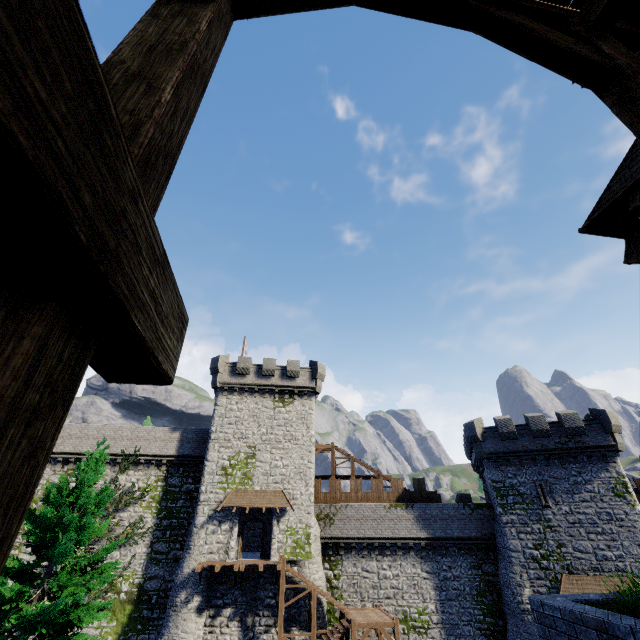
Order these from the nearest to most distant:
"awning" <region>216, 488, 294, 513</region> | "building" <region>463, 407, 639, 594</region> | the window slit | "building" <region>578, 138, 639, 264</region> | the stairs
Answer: "building" <region>578, 138, 639, 264</region>, the stairs, "building" <region>463, 407, 639, 594</region>, the window slit, "awning" <region>216, 488, 294, 513</region>

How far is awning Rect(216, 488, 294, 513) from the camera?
26.4m

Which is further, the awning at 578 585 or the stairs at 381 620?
the awning at 578 585

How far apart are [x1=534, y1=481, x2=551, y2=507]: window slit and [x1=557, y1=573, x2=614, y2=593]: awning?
3.99m

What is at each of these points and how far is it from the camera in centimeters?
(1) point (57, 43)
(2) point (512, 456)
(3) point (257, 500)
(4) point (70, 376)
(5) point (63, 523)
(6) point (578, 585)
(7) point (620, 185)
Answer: (1) wooden beam, 53cm
(2) building, 2808cm
(3) awning, 2698cm
(4) wooden post, 87cm
(5) instancedfoliageactor, 1118cm
(6) awning, 2278cm
(7) building, 573cm

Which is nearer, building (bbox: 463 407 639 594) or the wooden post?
the wooden post

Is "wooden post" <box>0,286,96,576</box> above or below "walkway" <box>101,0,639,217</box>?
below

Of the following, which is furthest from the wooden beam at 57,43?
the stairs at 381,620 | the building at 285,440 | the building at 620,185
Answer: the building at 285,440
